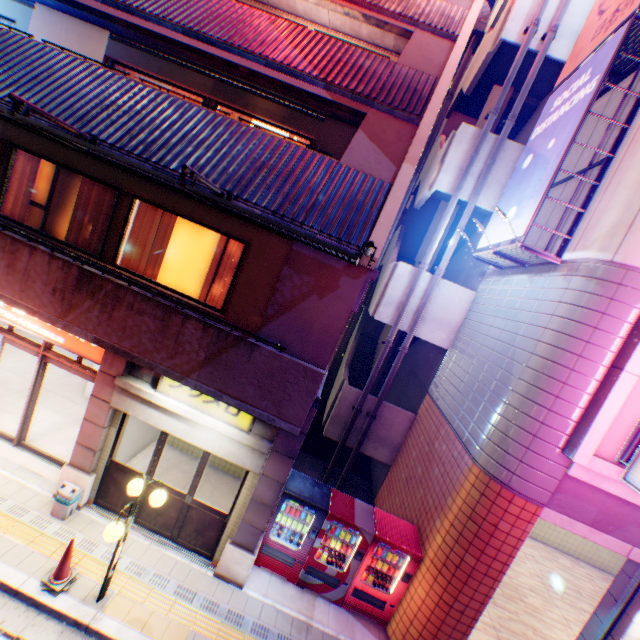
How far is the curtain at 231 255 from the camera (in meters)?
6.93

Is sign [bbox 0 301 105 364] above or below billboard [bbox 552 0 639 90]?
below

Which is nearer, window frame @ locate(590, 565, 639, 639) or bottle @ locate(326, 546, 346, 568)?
window frame @ locate(590, 565, 639, 639)

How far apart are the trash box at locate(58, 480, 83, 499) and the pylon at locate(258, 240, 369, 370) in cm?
496

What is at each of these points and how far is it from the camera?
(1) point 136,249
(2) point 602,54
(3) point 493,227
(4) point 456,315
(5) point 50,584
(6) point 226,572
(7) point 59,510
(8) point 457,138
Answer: (1) curtain, 7.2 meters
(2) billboard, 6.6 meters
(3) billboard, 8.6 meters
(4) stairs, 10.6 meters
(5) road cone, 5.6 meters
(6) column, 6.9 meters
(7) trash box, 6.8 meters
(8) stairs, 10.0 meters

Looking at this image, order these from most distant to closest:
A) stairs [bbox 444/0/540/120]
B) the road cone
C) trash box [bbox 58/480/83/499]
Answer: stairs [bbox 444/0/540/120]
trash box [bbox 58/480/83/499]
the road cone

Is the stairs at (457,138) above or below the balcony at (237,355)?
above

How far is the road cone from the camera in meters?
5.6 m
